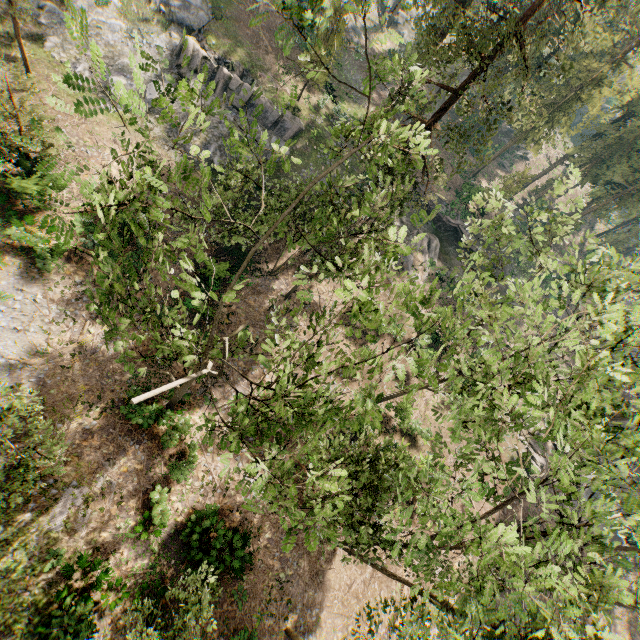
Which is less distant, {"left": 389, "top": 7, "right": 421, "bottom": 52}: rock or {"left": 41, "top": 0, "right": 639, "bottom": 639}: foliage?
{"left": 41, "top": 0, "right": 639, "bottom": 639}: foliage

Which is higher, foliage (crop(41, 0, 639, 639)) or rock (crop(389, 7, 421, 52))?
foliage (crop(41, 0, 639, 639))

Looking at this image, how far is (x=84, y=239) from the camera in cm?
2117

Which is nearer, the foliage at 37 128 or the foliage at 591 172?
the foliage at 37 128

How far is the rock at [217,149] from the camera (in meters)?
28.44

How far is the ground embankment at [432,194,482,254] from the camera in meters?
38.3 m

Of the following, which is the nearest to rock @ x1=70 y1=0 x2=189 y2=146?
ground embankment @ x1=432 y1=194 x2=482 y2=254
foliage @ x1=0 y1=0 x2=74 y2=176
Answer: foliage @ x1=0 y1=0 x2=74 y2=176

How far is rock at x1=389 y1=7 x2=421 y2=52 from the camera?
48.7m
